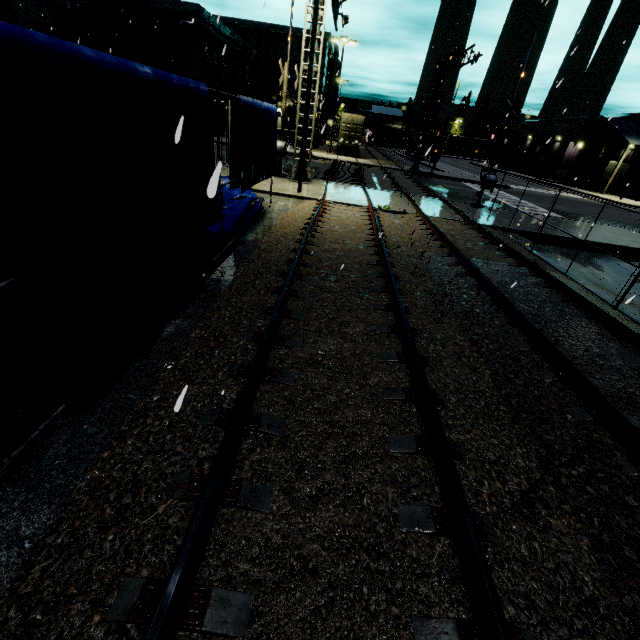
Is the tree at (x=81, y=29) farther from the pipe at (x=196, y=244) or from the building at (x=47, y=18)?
the pipe at (x=196, y=244)

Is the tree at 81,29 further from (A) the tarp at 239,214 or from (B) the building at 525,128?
(A) the tarp at 239,214

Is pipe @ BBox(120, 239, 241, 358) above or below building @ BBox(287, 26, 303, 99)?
below

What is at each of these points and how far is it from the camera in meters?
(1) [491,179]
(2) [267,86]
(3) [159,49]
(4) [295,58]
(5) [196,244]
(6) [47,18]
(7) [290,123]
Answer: (1) railroad crossing gate, 16.7 m
(2) building, 44.3 m
(3) building, 32.3 m
(4) building, 55.4 m
(5) pipe, 7.4 m
(6) building, 31.7 m
(7) building, 46.2 m

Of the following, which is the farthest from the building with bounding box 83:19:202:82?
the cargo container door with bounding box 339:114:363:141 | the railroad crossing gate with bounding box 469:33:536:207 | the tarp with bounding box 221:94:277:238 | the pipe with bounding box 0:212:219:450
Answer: the railroad crossing gate with bounding box 469:33:536:207

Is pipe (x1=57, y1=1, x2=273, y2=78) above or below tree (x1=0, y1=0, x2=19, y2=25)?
above

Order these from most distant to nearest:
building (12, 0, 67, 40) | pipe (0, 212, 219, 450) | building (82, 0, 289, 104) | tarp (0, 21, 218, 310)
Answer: building (12, 0, 67, 40), building (82, 0, 289, 104), pipe (0, 212, 219, 450), tarp (0, 21, 218, 310)

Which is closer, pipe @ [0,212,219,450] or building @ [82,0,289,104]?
pipe @ [0,212,219,450]
